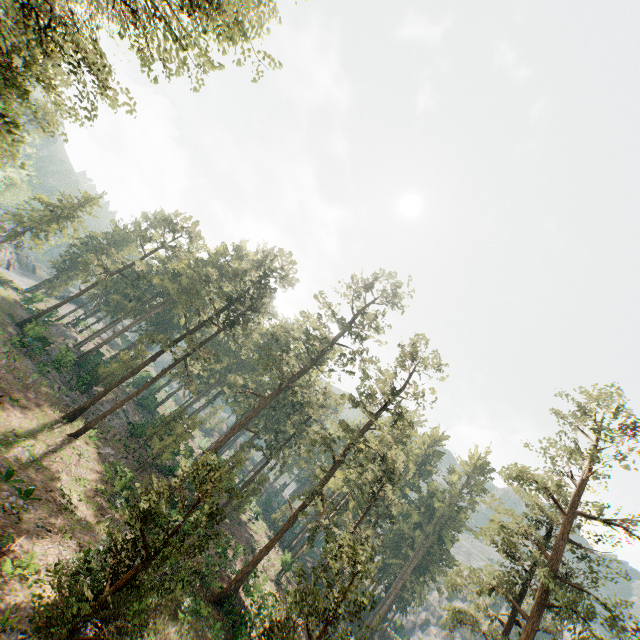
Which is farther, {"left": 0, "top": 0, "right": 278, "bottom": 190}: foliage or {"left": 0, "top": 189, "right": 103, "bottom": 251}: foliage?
{"left": 0, "top": 189, "right": 103, "bottom": 251}: foliage

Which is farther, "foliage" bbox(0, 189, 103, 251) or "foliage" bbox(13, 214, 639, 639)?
"foliage" bbox(0, 189, 103, 251)

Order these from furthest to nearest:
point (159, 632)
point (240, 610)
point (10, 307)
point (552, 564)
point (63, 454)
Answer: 1. point (10, 307)
2. point (63, 454)
3. point (240, 610)
4. point (552, 564)
5. point (159, 632)

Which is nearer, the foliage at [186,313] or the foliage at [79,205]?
the foliage at [186,313]

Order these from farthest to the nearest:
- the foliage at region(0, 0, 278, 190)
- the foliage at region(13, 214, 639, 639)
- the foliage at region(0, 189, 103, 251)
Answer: the foliage at region(0, 189, 103, 251) < the foliage at region(13, 214, 639, 639) < the foliage at region(0, 0, 278, 190)

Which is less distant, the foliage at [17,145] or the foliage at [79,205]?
the foliage at [17,145]
